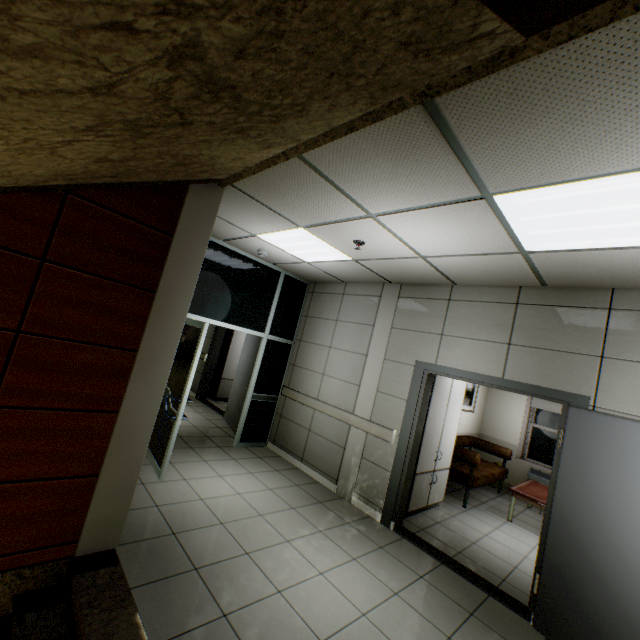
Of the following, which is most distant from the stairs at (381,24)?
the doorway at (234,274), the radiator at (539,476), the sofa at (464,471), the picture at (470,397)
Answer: the radiator at (539,476)

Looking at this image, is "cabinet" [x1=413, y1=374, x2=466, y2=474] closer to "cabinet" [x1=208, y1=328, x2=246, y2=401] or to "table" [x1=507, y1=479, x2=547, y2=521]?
"table" [x1=507, y1=479, x2=547, y2=521]

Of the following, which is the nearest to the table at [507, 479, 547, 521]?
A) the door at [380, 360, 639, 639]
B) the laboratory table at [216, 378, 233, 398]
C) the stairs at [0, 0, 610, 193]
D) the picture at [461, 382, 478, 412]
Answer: the picture at [461, 382, 478, 412]

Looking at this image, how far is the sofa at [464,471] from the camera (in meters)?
5.55

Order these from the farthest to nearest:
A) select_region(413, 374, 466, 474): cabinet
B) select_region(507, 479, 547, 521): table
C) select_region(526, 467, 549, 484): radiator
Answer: select_region(526, 467, 549, 484): radiator
select_region(507, 479, 547, 521): table
select_region(413, 374, 466, 474): cabinet

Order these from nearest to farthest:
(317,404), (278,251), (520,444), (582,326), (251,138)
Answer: (251,138) < (582,326) < (278,251) < (317,404) < (520,444)

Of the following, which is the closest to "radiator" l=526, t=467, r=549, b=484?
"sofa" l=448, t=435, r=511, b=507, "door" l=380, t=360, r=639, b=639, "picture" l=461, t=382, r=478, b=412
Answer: "sofa" l=448, t=435, r=511, b=507

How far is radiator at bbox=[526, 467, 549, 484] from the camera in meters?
7.0
